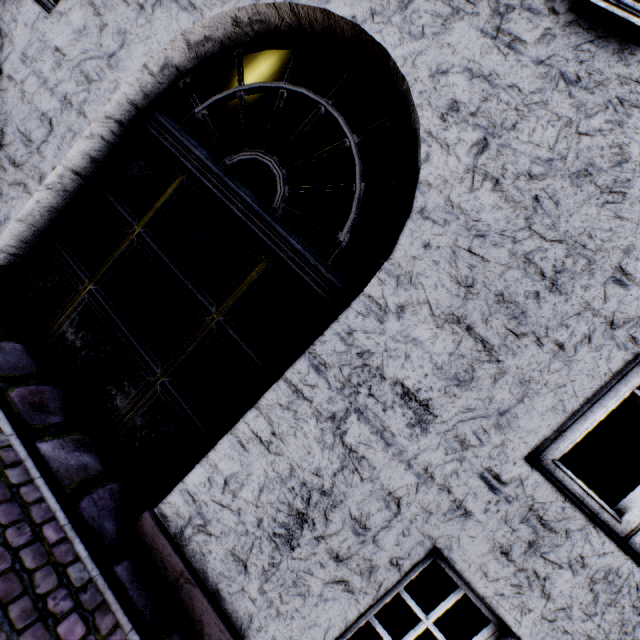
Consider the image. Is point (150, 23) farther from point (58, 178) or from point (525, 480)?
point (525, 480)
